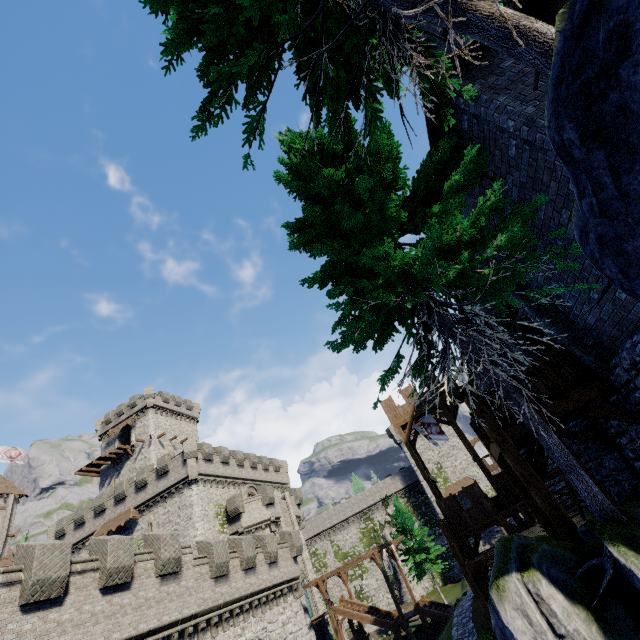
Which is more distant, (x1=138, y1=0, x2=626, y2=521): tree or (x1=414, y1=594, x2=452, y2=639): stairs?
(x1=414, y1=594, x2=452, y2=639): stairs

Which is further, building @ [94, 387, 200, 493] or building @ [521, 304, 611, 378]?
building @ [94, 387, 200, 493]

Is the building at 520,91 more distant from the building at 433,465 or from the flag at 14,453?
the flag at 14,453

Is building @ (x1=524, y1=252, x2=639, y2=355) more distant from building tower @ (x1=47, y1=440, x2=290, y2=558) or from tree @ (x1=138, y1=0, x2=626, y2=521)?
building tower @ (x1=47, y1=440, x2=290, y2=558)

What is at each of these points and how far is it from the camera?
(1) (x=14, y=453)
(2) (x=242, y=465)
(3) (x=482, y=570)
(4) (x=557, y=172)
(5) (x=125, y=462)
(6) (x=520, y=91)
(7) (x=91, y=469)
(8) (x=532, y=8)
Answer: (1) flag, 51.9m
(2) building tower, 40.9m
(3) walkway, 16.1m
(4) building, 5.9m
(5) building, 45.4m
(6) building, 6.3m
(7) walkway, 46.1m
(8) building, 6.7m

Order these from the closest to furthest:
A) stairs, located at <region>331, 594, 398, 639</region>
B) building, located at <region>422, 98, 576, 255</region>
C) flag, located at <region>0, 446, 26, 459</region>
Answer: building, located at <region>422, 98, 576, 255</region>, stairs, located at <region>331, 594, 398, 639</region>, flag, located at <region>0, 446, 26, 459</region>

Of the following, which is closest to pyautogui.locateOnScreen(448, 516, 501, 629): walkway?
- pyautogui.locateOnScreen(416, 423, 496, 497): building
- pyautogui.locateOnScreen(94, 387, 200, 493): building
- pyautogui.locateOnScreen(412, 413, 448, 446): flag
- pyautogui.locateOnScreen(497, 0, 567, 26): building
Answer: pyautogui.locateOnScreen(497, 0, 567, 26): building

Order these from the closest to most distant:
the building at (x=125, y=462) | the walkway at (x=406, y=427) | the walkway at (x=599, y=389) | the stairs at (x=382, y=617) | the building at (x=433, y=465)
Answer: the walkway at (x=599, y=389)
the walkway at (x=406, y=427)
the stairs at (x=382, y=617)
the building at (x=125, y=462)
the building at (x=433, y=465)
